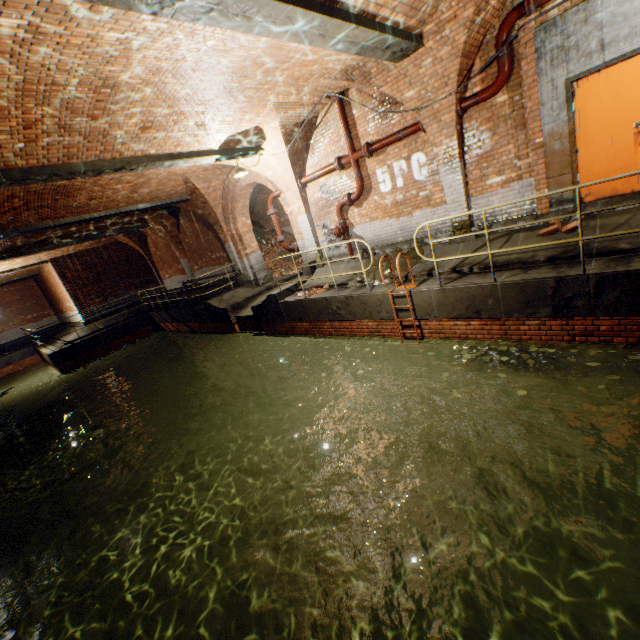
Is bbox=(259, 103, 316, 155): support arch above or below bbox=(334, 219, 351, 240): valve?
above

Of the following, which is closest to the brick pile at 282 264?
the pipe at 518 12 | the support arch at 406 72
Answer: the support arch at 406 72

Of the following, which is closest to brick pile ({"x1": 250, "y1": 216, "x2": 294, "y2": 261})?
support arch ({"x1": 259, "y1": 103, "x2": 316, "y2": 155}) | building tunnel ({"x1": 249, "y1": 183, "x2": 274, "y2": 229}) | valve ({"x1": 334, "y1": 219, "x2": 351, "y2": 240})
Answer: building tunnel ({"x1": 249, "y1": 183, "x2": 274, "y2": 229})

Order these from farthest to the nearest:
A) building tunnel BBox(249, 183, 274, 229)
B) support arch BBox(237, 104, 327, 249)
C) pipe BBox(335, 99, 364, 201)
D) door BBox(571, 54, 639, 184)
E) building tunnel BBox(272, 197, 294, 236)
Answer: building tunnel BBox(272, 197, 294, 236), building tunnel BBox(249, 183, 274, 229), support arch BBox(237, 104, 327, 249), pipe BBox(335, 99, 364, 201), door BBox(571, 54, 639, 184)

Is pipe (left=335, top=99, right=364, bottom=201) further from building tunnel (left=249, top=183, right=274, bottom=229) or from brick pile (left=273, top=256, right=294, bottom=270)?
brick pile (left=273, top=256, right=294, bottom=270)

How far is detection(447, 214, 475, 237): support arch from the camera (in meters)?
7.57

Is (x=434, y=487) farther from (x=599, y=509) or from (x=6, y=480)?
(x=6, y=480)

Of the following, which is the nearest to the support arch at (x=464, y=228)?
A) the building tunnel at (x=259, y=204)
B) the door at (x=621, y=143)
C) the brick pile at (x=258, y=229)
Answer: the door at (x=621, y=143)
